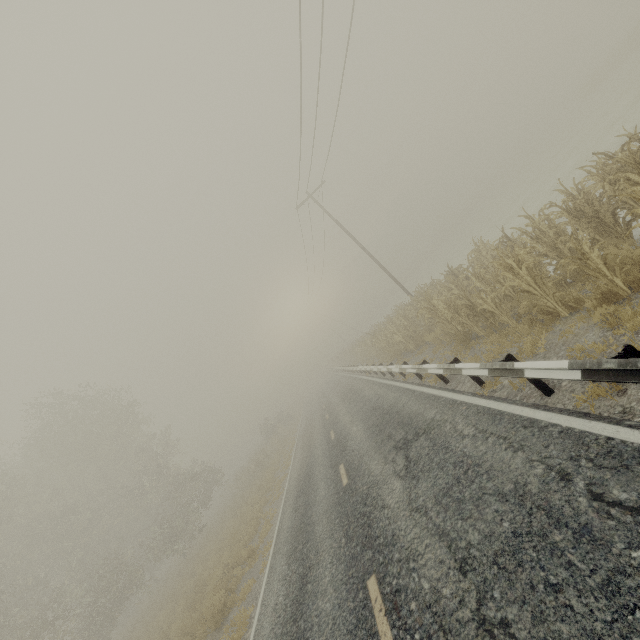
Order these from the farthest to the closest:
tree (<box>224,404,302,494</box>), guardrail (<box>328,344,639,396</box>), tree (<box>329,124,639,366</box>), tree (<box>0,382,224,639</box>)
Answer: tree (<box>224,404,302,494</box>) → tree (<box>0,382,224,639</box>) → tree (<box>329,124,639,366</box>) → guardrail (<box>328,344,639,396</box>)

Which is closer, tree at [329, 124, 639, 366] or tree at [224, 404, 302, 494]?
tree at [329, 124, 639, 366]

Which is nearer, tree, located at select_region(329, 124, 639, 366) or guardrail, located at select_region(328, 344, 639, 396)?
guardrail, located at select_region(328, 344, 639, 396)

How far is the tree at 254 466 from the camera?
28.8m

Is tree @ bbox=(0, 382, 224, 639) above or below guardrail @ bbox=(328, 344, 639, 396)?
above

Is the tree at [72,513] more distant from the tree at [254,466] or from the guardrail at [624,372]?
the guardrail at [624,372]

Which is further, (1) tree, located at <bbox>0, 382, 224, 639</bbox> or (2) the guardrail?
(1) tree, located at <bbox>0, 382, 224, 639</bbox>

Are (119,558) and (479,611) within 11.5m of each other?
no
